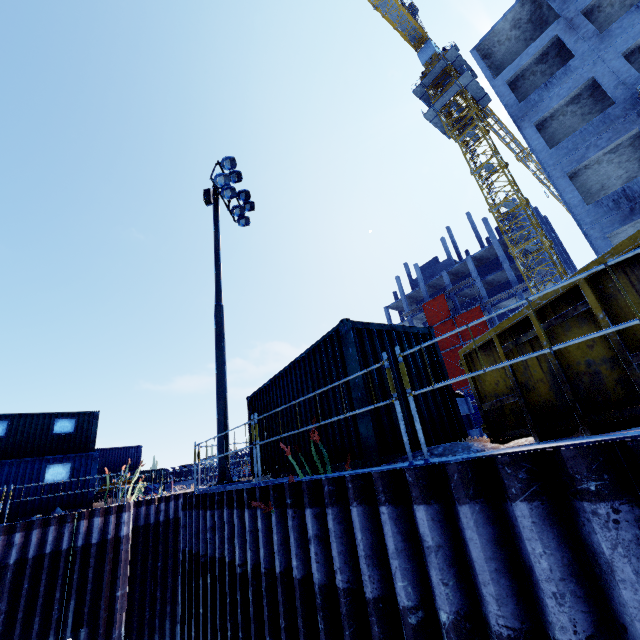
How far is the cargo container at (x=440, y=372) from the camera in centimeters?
673cm

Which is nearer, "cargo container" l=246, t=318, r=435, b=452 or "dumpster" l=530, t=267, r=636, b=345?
"dumpster" l=530, t=267, r=636, b=345

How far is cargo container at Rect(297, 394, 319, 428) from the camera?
6.8 meters

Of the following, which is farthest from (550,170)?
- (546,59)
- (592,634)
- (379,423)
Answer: (592,634)

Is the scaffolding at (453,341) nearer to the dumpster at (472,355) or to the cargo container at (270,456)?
the cargo container at (270,456)

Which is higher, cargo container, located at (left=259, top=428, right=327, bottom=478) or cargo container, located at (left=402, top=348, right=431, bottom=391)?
cargo container, located at (left=402, top=348, right=431, bottom=391)

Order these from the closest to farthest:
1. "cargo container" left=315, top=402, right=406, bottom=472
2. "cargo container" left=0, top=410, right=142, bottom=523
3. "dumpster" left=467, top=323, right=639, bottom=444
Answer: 1. "dumpster" left=467, top=323, right=639, bottom=444
2. "cargo container" left=315, top=402, right=406, bottom=472
3. "cargo container" left=0, top=410, right=142, bottom=523

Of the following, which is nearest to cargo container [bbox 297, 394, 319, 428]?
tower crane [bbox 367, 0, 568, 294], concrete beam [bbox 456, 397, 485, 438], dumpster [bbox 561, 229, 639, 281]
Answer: concrete beam [bbox 456, 397, 485, 438]
